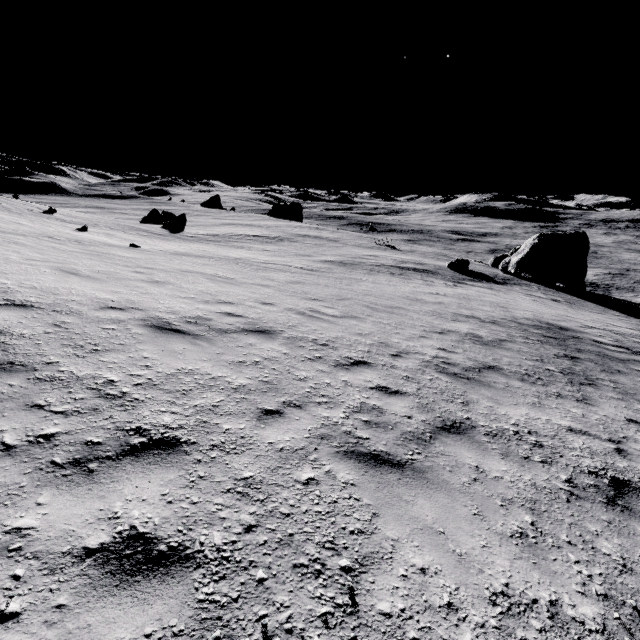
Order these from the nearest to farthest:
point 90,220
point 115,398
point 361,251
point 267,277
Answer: point 115,398
point 267,277
point 90,220
point 361,251

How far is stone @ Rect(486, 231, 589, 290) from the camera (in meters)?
34.03

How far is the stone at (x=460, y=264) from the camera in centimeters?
3392cm

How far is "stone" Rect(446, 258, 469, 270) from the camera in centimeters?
3392cm

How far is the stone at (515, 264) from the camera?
34.0m
